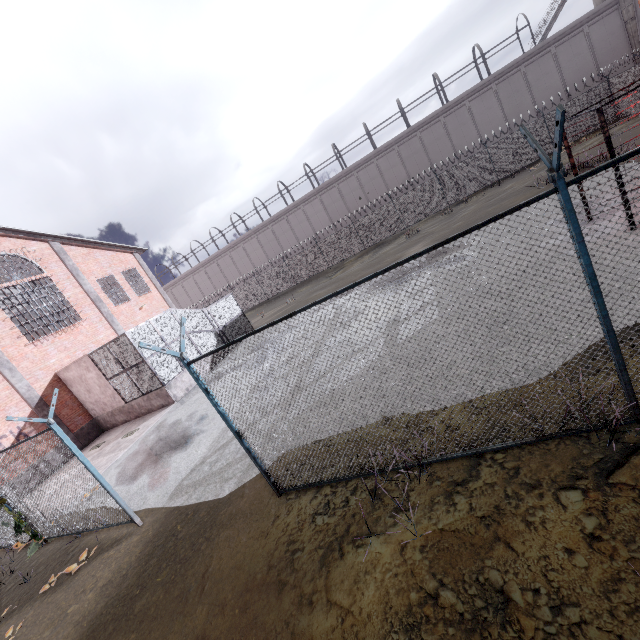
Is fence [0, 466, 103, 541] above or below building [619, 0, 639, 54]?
below

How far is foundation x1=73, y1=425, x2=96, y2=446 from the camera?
16.6 meters

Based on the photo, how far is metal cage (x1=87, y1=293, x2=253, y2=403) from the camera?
14.9m

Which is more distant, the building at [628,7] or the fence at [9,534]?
the building at [628,7]

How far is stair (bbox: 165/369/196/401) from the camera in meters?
15.4 m

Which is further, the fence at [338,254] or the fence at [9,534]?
the fence at [9,534]

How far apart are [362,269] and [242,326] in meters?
9.2 m

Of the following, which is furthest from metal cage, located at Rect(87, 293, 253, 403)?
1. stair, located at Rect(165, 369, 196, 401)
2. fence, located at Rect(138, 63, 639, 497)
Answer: fence, located at Rect(138, 63, 639, 497)
